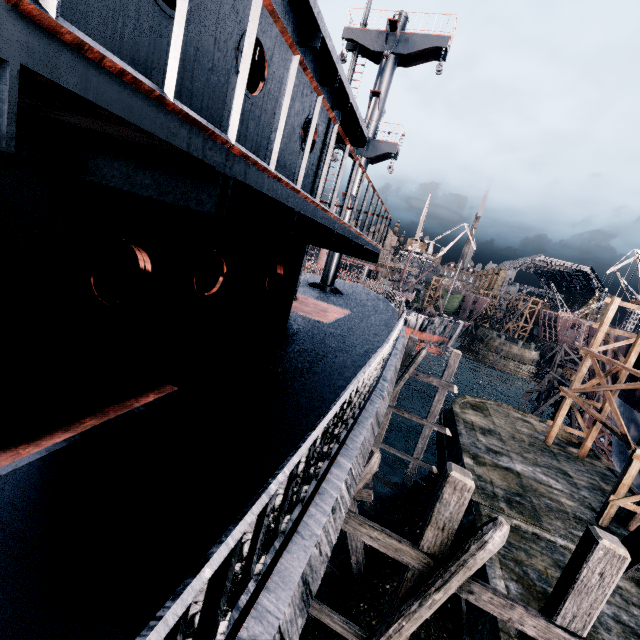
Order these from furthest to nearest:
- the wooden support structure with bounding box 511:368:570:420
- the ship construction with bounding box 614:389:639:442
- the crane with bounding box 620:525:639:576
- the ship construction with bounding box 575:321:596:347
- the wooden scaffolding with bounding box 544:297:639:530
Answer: the wooden support structure with bounding box 511:368:570:420 → the ship construction with bounding box 575:321:596:347 → the ship construction with bounding box 614:389:639:442 → the wooden scaffolding with bounding box 544:297:639:530 → the crane with bounding box 620:525:639:576

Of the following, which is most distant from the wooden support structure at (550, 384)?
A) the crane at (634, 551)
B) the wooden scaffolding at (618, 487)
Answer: the crane at (634, 551)

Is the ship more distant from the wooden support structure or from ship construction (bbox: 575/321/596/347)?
the wooden support structure

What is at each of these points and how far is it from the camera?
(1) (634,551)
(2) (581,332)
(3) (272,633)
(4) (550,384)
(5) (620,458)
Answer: (1) crane, 7.4m
(2) ship construction, 39.7m
(3) ship, 2.3m
(4) wooden support structure, 38.2m
(5) ship construction, 24.9m

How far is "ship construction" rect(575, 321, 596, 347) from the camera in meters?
32.2

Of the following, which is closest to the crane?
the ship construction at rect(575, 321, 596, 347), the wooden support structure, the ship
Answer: the ship construction at rect(575, 321, 596, 347)

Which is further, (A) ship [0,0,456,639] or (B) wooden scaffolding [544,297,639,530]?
(B) wooden scaffolding [544,297,639,530]

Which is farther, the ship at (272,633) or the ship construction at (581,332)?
the ship construction at (581,332)
